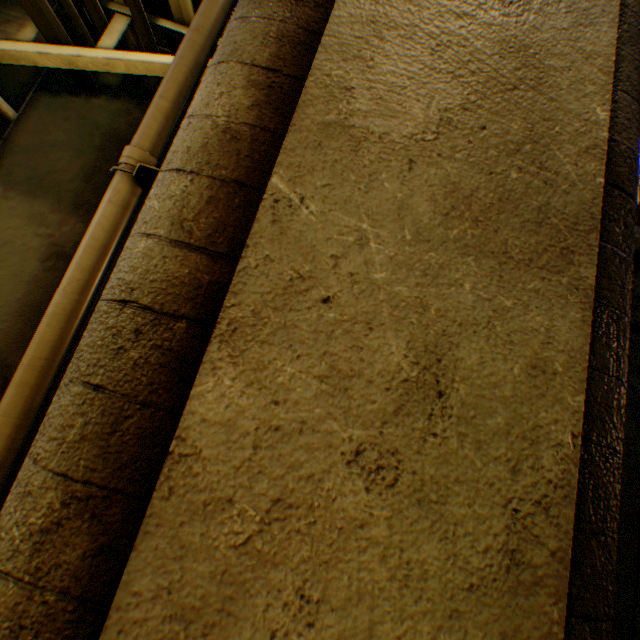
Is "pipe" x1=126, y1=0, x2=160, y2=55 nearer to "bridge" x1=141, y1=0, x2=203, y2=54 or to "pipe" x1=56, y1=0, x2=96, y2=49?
"bridge" x1=141, y1=0, x2=203, y2=54

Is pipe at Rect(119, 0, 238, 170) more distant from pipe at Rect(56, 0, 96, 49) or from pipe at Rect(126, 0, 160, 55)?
pipe at Rect(56, 0, 96, 49)

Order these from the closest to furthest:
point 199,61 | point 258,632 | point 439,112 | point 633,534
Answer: point 258,632 < point 439,112 < point 199,61 < point 633,534

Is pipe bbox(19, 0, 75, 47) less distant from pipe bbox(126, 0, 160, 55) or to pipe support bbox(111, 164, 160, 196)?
pipe bbox(126, 0, 160, 55)

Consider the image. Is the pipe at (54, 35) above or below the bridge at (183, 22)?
below

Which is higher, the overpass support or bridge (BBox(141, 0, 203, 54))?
bridge (BBox(141, 0, 203, 54))

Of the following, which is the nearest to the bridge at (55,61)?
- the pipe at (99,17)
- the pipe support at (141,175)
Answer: the pipe at (99,17)

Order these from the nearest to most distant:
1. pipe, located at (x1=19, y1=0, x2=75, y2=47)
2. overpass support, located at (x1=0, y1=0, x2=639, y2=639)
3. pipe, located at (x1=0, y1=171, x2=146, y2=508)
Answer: overpass support, located at (x1=0, y1=0, x2=639, y2=639)
pipe, located at (x1=0, y1=171, x2=146, y2=508)
pipe, located at (x1=19, y1=0, x2=75, y2=47)
